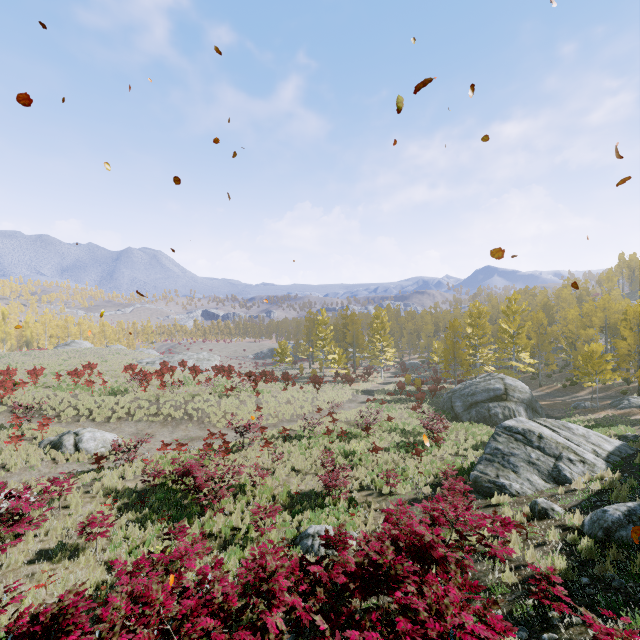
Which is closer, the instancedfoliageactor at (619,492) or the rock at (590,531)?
the rock at (590,531)

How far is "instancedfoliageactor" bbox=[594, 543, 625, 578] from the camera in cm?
550

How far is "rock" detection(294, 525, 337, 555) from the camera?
9.6 meters

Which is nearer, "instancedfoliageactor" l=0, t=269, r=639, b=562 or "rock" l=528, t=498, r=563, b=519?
"rock" l=528, t=498, r=563, b=519

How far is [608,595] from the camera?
5.1 meters

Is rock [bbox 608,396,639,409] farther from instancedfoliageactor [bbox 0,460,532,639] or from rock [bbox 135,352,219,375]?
rock [bbox 135,352,219,375]

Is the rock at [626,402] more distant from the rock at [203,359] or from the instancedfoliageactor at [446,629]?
the rock at [203,359]

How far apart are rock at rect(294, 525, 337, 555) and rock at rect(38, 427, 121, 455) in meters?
12.8
